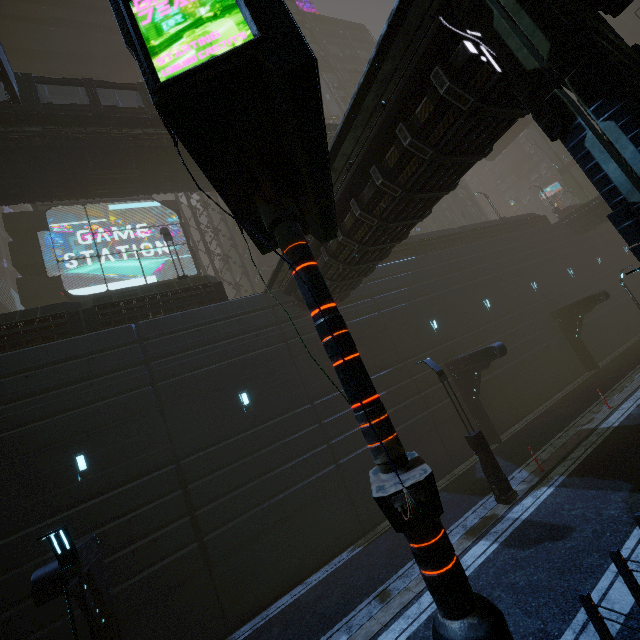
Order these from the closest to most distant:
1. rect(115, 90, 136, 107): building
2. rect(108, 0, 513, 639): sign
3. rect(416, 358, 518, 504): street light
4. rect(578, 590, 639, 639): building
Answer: rect(108, 0, 513, 639): sign, rect(578, 590, 639, 639): building, rect(416, 358, 518, 504): street light, rect(115, 90, 136, 107): building

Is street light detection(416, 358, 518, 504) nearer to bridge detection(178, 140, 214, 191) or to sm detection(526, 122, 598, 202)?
sm detection(526, 122, 598, 202)

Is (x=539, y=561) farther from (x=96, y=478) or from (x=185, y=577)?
(x=96, y=478)

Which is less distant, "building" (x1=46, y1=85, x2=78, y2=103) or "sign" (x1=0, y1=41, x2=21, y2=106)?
"sign" (x1=0, y1=41, x2=21, y2=106)

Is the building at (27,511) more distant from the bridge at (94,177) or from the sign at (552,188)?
the sign at (552,188)

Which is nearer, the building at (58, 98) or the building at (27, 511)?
the building at (27, 511)

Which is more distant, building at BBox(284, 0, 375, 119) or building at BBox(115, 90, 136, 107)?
building at BBox(284, 0, 375, 119)

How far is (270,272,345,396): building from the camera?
15.9 meters
